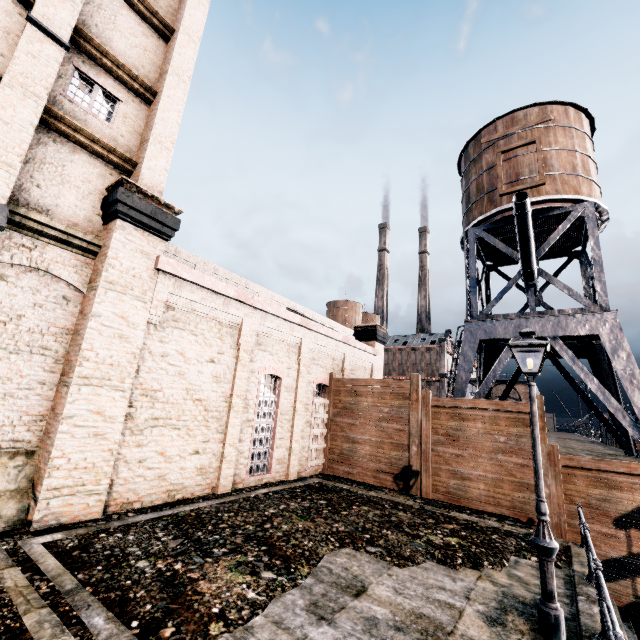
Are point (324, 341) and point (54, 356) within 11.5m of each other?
no

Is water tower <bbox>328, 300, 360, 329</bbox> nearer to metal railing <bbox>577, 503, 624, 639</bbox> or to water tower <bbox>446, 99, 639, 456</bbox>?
water tower <bbox>446, 99, 639, 456</bbox>

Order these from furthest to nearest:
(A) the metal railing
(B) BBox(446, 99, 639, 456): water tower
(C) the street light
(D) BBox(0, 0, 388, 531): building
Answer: (B) BBox(446, 99, 639, 456): water tower → (D) BBox(0, 0, 388, 531): building → (C) the street light → (A) the metal railing

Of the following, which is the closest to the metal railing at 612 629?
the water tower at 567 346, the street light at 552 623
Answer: the street light at 552 623

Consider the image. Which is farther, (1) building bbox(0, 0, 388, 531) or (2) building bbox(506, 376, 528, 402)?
(2) building bbox(506, 376, 528, 402)

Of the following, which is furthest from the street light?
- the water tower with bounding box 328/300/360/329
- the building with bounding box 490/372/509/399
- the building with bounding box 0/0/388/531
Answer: the building with bounding box 490/372/509/399

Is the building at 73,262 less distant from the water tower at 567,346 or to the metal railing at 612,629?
the water tower at 567,346

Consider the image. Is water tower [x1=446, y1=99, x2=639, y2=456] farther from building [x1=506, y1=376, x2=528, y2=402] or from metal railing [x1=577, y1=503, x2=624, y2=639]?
building [x1=506, y1=376, x2=528, y2=402]
